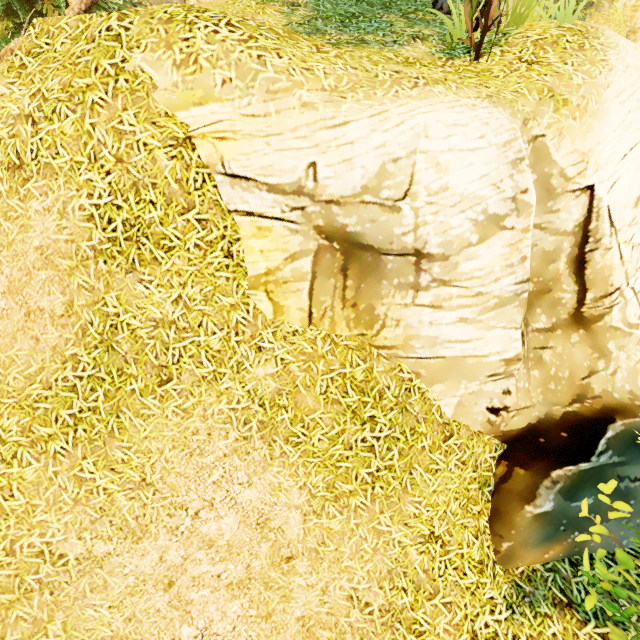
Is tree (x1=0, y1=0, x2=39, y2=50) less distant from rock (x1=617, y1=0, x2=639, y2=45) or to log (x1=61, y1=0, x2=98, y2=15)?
log (x1=61, y1=0, x2=98, y2=15)

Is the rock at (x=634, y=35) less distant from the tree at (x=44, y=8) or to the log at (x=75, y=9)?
the tree at (x=44, y=8)

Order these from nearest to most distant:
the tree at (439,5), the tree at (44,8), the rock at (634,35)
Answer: the tree at (439,5)
the tree at (44,8)
the rock at (634,35)

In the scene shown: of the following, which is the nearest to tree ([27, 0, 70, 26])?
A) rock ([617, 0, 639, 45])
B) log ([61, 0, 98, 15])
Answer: log ([61, 0, 98, 15])

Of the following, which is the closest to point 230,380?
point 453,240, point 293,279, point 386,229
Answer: point 293,279

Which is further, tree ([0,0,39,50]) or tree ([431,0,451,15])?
tree ([0,0,39,50])

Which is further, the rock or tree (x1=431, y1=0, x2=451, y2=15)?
the rock
